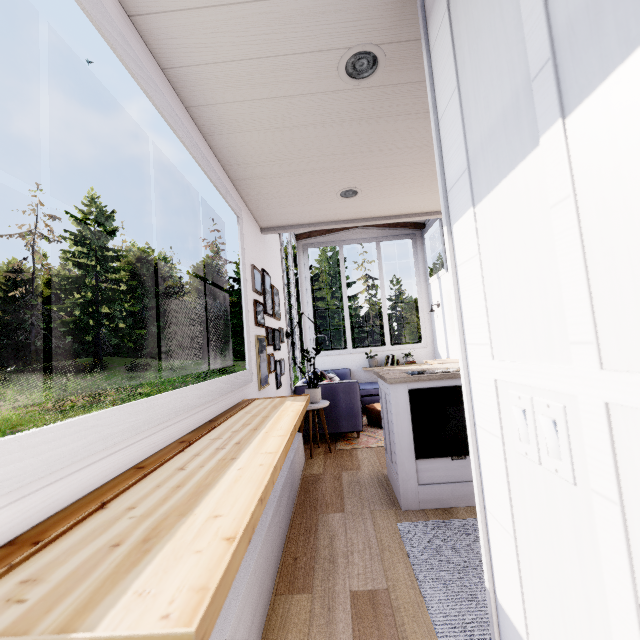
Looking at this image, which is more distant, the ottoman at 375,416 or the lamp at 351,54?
the ottoman at 375,416

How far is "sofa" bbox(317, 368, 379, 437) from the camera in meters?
4.4 m

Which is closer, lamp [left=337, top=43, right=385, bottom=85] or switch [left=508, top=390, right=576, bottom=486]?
switch [left=508, top=390, right=576, bottom=486]

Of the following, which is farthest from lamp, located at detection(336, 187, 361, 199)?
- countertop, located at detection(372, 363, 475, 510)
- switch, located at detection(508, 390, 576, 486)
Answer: switch, located at detection(508, 390, 576, 486)

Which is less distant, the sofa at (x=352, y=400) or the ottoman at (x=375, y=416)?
the sofa at (x=352, y=400)

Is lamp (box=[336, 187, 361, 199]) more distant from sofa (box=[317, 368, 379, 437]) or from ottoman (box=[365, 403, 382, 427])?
ottoman (box=[365, 403, 382, 427])

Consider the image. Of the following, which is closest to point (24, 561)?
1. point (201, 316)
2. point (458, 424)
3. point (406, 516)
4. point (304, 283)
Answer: point (406, 516)

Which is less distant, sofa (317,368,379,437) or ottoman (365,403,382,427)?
Answer: sofa (317,368,379,437)
